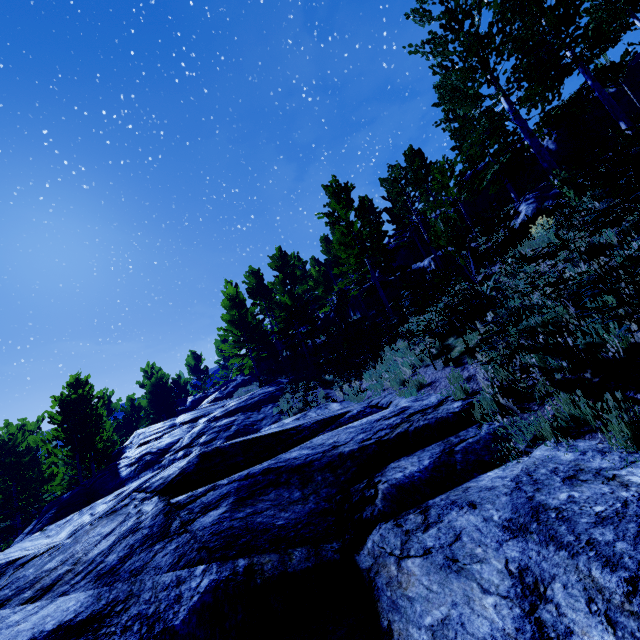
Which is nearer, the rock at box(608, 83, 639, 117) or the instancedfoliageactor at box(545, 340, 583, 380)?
the instancedfoliageactor at box(545, 340, 583, 380)

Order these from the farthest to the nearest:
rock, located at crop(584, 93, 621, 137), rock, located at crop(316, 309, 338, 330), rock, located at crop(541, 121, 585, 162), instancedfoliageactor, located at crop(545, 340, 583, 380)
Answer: rock, located at crop(316, 309, 338, 330) < rock, located at crop(541, 121, 585, 162) < rock, located at crop(584, 93, 621, 137) < instancedfoliageactor, located at crop(545, 340, 583, 380)

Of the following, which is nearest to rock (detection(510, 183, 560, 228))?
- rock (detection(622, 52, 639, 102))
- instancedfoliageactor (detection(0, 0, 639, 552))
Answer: instancedfoliageactor (detection(0, 0, 639, 552))

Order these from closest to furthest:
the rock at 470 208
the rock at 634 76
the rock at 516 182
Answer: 1. the rock at 634 76
2. the rock at 516 182
3. the rock at 470 208

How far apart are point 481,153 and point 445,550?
14.8m

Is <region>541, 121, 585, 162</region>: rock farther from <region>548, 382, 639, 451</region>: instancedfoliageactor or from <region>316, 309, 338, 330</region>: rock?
<region>316, 309, 338, 330</region>: rock

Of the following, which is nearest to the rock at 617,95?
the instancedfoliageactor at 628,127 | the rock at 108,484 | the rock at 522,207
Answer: the instancedfoliageactor at 628,127

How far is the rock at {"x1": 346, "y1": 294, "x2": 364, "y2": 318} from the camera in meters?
27.7
